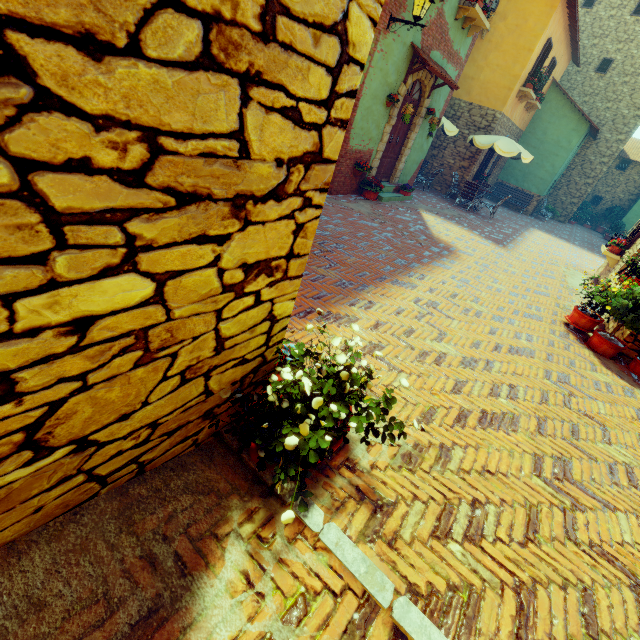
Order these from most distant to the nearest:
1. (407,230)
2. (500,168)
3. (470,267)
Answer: (500,168) → (407,230) → (470,267)

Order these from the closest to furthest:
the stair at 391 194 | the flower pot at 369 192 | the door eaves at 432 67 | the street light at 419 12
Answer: the street light at 419 12
the door eaves at 432 67
the flower pot at 369 192
the stair at 391 194

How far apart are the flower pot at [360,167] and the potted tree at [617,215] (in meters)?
22.05

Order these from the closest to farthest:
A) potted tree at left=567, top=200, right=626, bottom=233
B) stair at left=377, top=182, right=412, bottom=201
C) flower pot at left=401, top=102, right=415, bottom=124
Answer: flower pot at left=401, top=102, right=415, bottom=124 < stair at left=377, top=182, right=412, bottom=201 < potted tree at left=567, top=200, right=626, bottom=233

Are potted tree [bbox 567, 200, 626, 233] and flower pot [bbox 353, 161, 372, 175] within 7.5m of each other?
no

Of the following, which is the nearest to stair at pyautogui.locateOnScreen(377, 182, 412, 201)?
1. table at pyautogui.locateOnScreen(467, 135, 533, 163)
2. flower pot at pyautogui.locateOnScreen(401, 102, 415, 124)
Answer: flower pot at pyautogui.locateOnScreen(401, 102, 415, 124)

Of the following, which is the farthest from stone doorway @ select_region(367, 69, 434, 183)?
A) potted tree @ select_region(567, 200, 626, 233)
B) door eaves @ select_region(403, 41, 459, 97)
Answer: potted tree @ select_region(567, 200, 626, 233)

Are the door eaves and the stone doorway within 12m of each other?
yes
